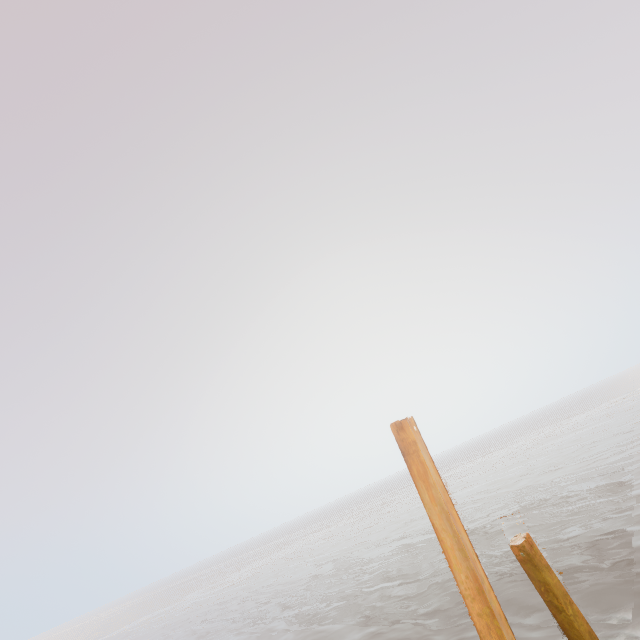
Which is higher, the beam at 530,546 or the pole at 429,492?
the pole at 429,492

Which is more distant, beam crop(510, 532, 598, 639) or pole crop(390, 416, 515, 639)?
beam crop(510, 532, 598, 639)

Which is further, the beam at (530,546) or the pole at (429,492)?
the beam at (530,546)

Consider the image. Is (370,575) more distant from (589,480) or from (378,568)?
(589,480)

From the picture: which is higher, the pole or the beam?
the pole
